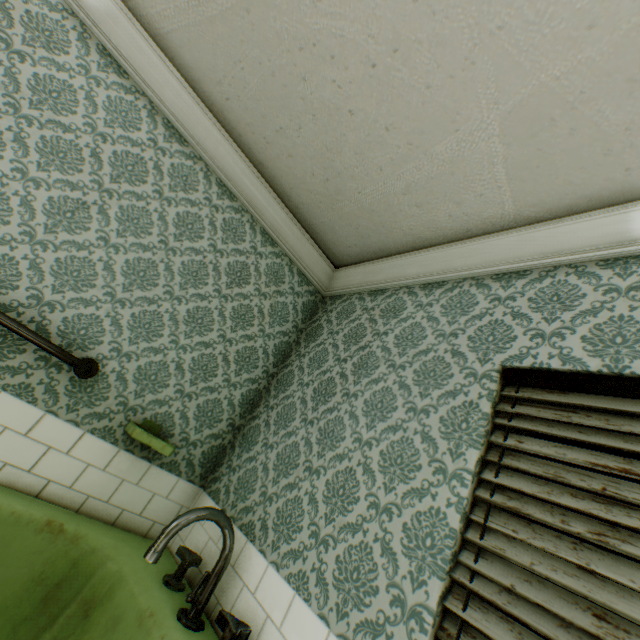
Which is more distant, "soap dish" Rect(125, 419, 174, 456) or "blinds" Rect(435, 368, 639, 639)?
"soap dish" Rect(125, 419, 174, 456)

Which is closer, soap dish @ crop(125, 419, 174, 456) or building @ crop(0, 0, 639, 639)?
building @ crop(0, 0, 639, 639)

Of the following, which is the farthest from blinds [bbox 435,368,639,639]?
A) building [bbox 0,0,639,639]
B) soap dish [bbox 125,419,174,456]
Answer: soap dish [bbox 125,419,174,456]

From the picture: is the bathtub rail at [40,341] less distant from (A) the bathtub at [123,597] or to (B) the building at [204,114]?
(B) the building at [204,114]

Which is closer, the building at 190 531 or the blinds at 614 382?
the blinds at 614 382

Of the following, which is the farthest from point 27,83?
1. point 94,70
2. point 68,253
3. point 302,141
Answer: point 302,141

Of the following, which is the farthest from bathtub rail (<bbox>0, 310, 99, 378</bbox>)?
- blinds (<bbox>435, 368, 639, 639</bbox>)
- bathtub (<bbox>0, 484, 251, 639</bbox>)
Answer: blinds (<bbox>435, 368, 639, 639</bbox>)

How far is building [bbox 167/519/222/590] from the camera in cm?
171
